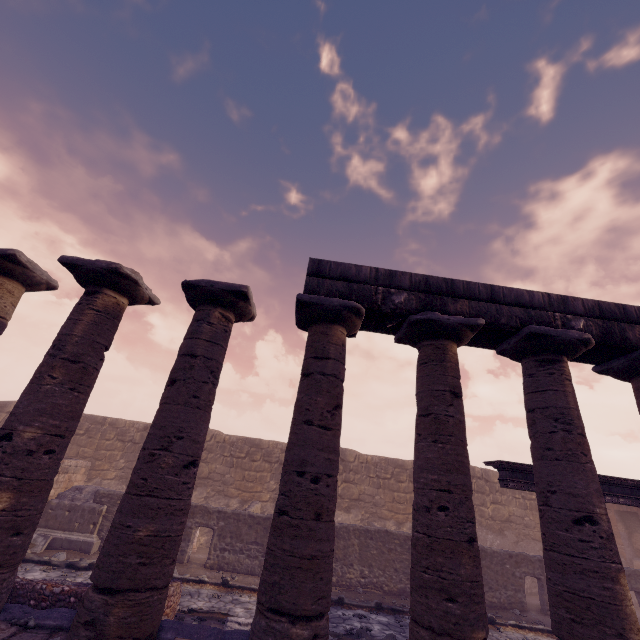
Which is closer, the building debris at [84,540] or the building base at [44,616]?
the building base at [44,616]

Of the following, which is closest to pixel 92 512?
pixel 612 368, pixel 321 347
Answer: pixel 321 347

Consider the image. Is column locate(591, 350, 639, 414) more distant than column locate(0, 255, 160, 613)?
Yes

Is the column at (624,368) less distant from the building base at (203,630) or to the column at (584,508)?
the building base at (203,630)

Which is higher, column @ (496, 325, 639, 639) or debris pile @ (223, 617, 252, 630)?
column @ (496, 325, 639, 639)

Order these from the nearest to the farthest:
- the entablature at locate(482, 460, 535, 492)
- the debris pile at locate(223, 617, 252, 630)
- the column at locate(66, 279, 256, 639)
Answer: the column at locate(66, 279, 256, 639) → the debris pile at locate(223, 617, 252, 630) → the entablature at locate(482, 460, 535, 492)

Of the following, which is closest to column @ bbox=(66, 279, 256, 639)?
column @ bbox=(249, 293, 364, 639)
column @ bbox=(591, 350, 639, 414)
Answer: column @ bbox=(249, 293, 364, 639)

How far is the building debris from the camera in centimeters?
1120cm
